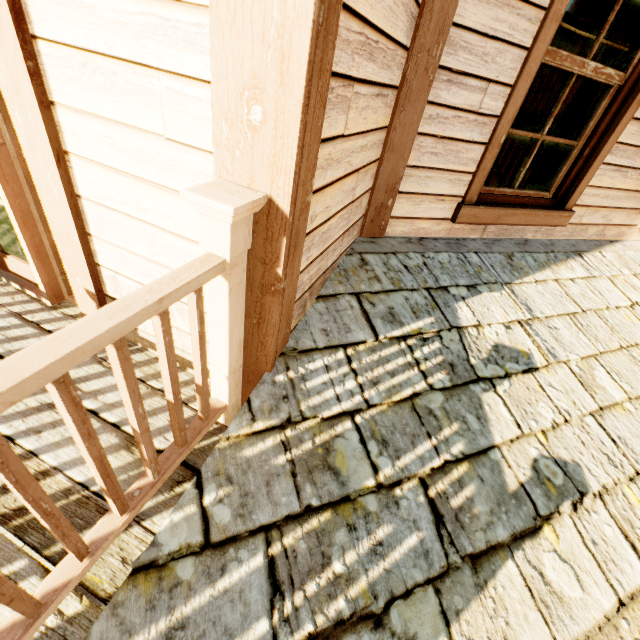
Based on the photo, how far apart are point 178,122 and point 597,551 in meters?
2.2 m

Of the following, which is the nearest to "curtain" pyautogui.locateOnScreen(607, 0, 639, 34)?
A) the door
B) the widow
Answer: the widow

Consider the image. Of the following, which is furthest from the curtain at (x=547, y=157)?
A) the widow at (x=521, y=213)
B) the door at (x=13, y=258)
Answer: the door at (x=13, y=258)

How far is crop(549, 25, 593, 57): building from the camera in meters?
7.0

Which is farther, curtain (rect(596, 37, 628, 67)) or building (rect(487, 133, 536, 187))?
building (rect(487, 133, 536, 187))

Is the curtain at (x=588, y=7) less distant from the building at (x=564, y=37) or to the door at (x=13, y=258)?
the building at (x=564, y=37)

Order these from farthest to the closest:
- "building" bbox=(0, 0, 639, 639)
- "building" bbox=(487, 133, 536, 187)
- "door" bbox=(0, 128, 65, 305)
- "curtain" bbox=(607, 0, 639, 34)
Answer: "building" bbox=(487, 133, 536, 187), "curtain" bbox=(607, 0, 639, 34), "door" bbox=(0, 128, 65, 305), "building" bbox=(0, 0, 639, 639)

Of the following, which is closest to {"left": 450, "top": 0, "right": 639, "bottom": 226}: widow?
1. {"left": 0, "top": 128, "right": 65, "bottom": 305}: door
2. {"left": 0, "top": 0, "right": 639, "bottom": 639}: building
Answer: {"left": 0, "top": 0, "right": 639, "bottom": 639}: building
